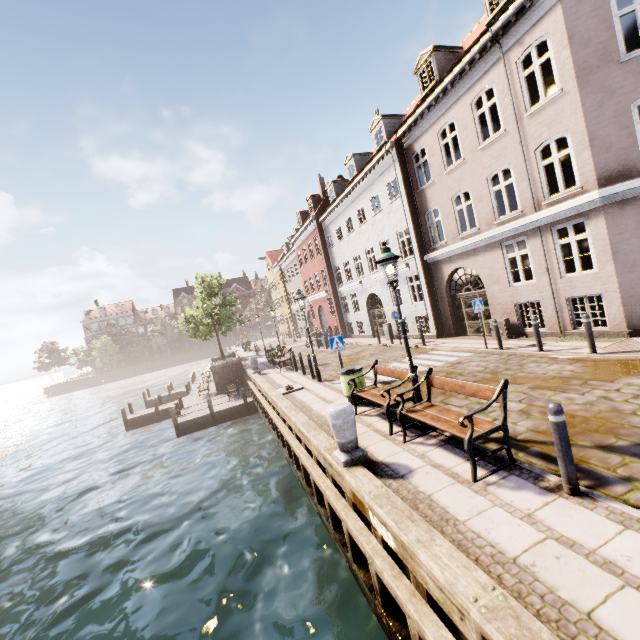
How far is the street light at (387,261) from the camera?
6.35m

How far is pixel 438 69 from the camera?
14.47m

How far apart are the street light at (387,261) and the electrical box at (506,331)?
8.41m

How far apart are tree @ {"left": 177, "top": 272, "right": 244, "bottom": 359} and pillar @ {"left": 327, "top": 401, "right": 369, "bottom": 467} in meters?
20.3 m

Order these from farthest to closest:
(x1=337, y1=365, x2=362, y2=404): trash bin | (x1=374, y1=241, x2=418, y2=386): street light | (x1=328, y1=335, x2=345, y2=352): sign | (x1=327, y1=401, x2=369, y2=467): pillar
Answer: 1. (x1=328, y1=335, x2=345, y2=352): sign
2. (x1=337, y1=365, x2=362, y2=404): trash bin
3. (x1=374, y1=241, x2=418, y2=386): street light
4. (x1=327, y1=401, x2=369, y2=467): pillar

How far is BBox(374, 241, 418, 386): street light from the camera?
6.4m

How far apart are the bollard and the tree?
23.1 meters

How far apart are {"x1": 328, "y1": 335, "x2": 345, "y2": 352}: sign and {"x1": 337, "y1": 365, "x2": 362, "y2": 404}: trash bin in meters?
0.7 m
